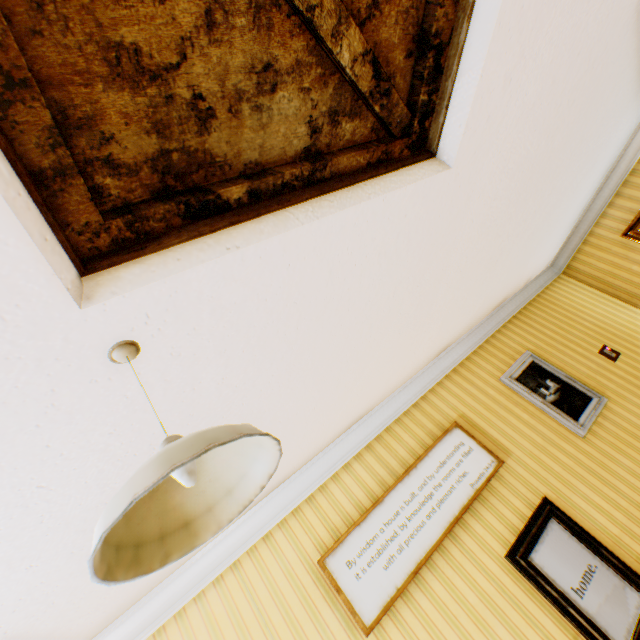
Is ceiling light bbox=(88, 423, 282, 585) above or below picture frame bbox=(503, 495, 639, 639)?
above

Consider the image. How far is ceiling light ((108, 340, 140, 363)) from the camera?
1.15m

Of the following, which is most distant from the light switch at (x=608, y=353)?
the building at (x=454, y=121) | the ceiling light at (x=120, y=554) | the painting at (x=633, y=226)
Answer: the ceiling light at (x=120, y=554)

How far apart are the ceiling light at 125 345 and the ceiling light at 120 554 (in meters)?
0.45

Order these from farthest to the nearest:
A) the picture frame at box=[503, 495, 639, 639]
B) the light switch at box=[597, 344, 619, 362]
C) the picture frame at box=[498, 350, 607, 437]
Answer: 1. the light switch at box=[597, 344, 619, 362]
2. the picture frame at box=[498, 350, 607, 437]
3. the picture frame at box=[503, 495, 639, 639]

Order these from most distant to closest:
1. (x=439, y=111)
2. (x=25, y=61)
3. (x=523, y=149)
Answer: (x=523, y=149) < (x=439, y=111) < (x=25, y=61)

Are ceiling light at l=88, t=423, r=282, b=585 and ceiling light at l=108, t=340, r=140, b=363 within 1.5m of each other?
yes

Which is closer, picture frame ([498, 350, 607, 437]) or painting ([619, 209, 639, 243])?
picture frame ([498, 350, 607, 437])
